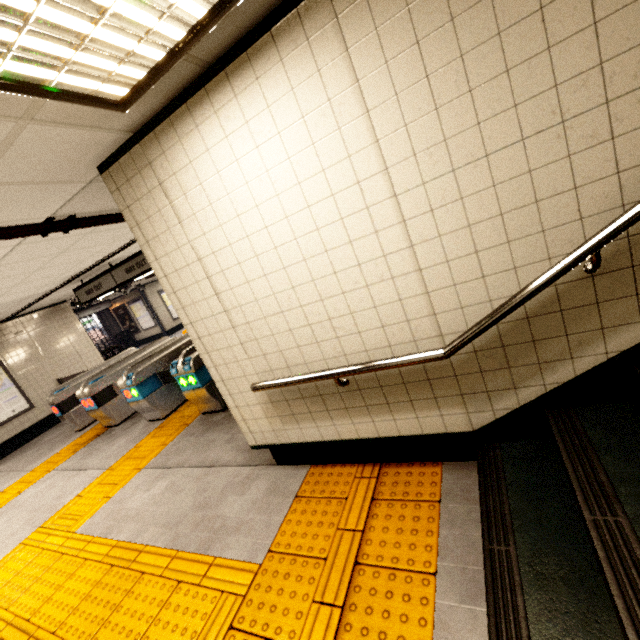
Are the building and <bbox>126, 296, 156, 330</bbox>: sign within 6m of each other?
no

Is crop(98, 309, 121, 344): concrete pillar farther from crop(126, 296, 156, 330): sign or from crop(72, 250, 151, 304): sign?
crop(72, 250, 151, 304): sign

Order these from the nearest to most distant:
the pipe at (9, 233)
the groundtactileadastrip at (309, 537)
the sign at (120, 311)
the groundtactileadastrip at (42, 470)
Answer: the groundtactileadastrip at (309, 537), the pipe at (9, 233), the groundtactileadastrip at (42, 470), the sign at (120, 311)

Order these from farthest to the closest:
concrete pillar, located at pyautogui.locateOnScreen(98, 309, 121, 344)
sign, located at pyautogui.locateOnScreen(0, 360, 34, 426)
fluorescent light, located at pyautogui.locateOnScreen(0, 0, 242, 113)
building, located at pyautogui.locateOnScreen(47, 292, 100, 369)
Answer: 1. concrete pillar, located at pyautogui.locateOnScreen(98, 309, 121, 344)
2. building, located at pyautogui.locateOnScreen(47, 292, 100, 369)
3. sign, located at pyautogui.locateOnScreen(0, 360, 34, 426)
4. fluorescent light, located at pyautogui.locateOnScreen(0, 0, 242, 113)

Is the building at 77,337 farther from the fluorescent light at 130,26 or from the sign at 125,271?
the fluorescent light at 130,26

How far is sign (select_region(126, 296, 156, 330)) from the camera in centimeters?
1702cm

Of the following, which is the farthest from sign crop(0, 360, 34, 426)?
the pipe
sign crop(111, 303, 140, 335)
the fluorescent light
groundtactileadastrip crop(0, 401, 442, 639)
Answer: sign crop(111, 303, 140, 335)

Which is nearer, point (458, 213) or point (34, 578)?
point (458, 213)
